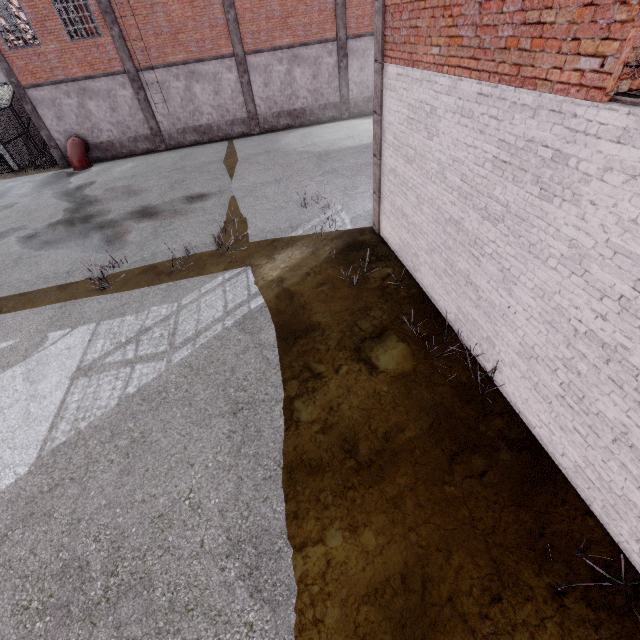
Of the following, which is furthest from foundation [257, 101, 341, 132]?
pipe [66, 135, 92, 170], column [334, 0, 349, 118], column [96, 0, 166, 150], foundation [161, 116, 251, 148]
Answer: pipe [66, 135, 92, 170]

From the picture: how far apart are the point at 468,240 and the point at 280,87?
19.75m

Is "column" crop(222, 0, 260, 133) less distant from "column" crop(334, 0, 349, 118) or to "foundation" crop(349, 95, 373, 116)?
"column" crop(334, 0, 349, 118)

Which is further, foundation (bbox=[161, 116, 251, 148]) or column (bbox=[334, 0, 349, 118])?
foundation (bbox=[161, 116, 251, 148])

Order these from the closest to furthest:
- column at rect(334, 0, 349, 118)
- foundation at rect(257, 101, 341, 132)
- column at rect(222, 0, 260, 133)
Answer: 1. column at rect(222, 0, 260, 133)
2. column at rect(334, 0, 349, 118)
3. foundation at rect(257, 101, 341, 132)

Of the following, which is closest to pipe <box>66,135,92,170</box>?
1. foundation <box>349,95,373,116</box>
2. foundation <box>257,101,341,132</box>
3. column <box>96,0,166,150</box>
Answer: column <box>96,0,166,150</box>

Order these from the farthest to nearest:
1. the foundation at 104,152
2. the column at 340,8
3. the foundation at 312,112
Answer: the foundation at 312,112
the foundation at 104,152
the column at 340,8

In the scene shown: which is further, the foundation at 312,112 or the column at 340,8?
the foundation at 312,112
